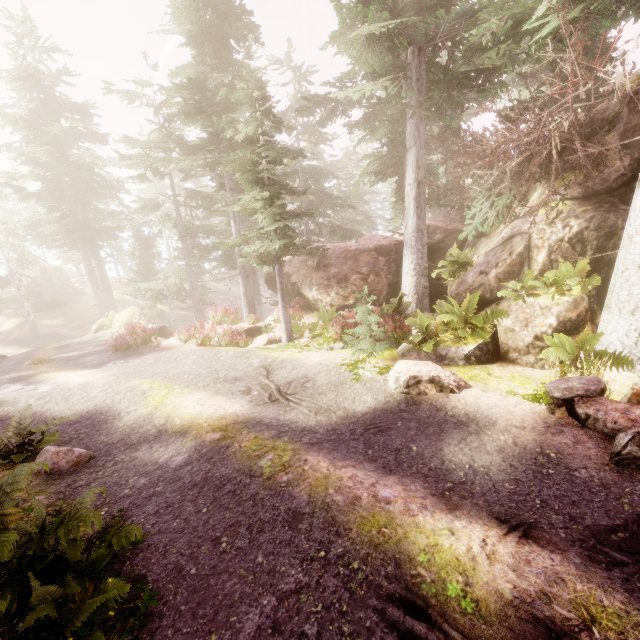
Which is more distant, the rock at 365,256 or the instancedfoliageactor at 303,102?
the rock at 365,256

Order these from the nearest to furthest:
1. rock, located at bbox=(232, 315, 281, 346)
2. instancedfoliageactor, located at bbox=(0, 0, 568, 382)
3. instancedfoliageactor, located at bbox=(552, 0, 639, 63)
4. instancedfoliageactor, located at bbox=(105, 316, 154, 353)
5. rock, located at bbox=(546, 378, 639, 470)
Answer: rock, located at bbox=(546, 378, 639, 470), instancedfoliageactor, located at bbox=(552, 0, 639, 63), instancedfoliageactor, located at bbox=(0, 0, 568, 382), rock, located at bbox=(232, 315, 281, 346), instancedfoliageactor, located at bbox=(105, 316, 154, 353)

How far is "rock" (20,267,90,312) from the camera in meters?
38.7

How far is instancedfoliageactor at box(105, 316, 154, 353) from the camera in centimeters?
1548cm

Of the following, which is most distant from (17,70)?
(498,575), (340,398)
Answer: (498,575)

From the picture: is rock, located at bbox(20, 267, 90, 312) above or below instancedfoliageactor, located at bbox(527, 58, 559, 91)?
below

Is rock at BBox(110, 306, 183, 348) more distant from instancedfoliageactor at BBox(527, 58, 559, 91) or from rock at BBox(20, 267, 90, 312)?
rock at BBox(20, 267, 90, 312)

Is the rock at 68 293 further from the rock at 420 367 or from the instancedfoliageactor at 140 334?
the rock at 420 367
